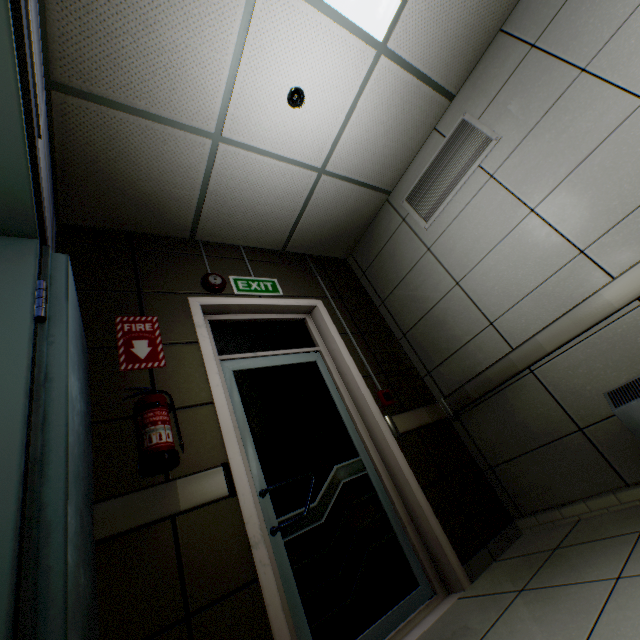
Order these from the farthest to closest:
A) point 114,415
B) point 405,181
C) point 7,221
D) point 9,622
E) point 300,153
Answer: point 405,181 < point 300,153 < point 114,415 < point 7,221 < point 9,622

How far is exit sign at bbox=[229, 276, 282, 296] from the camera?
2.93m

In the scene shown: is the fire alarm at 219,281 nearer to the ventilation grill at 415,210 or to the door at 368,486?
the door at 368,486

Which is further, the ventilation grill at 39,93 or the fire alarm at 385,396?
the fire alarm at 385,396

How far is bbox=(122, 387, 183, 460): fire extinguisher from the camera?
1.6m

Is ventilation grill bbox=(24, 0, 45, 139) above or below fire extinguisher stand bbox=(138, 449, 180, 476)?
above

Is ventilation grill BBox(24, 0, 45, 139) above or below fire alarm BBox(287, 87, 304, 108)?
below

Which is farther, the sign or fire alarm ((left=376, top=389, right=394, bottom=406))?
fire alarm ((left=376, top=389, right=394, bottom=406))
